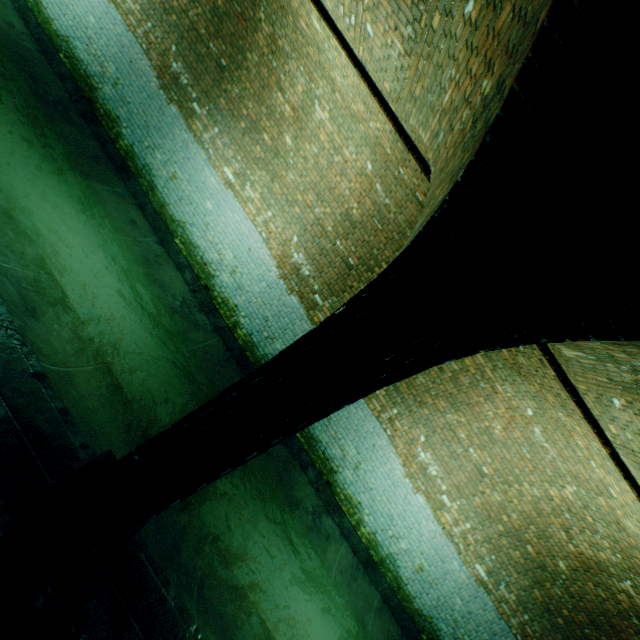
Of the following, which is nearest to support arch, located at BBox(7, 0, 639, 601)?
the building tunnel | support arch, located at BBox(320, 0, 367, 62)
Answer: the building tunnel

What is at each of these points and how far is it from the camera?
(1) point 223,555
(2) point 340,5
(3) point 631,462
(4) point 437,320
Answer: (1) building tunnel, 3.8 meters
(2) support arch, 3.7 meters
(3) support arch, 3.8 meters
(4) support arch, 1.8 meters

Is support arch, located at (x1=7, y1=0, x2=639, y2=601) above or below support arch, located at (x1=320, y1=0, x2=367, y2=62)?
below

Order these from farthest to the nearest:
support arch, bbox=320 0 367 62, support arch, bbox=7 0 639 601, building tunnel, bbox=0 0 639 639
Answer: support arch, bbox=320 0 367 62 → building tunnel, bbox=0 0 639 639 → support arch, bbox=7 0 639 601

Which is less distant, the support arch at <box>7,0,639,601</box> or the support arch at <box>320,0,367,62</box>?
the support arch at <box>7,0,639,601</box>

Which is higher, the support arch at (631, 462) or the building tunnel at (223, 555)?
the support arch at (631, 462)

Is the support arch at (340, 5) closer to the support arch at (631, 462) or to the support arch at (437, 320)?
the support arch at (437, 320)

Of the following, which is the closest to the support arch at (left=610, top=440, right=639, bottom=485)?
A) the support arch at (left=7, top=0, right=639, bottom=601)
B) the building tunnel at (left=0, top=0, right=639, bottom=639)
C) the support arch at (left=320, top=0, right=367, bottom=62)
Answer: the building tunnel at (left=0, top=0, right=639, bottom=639)
